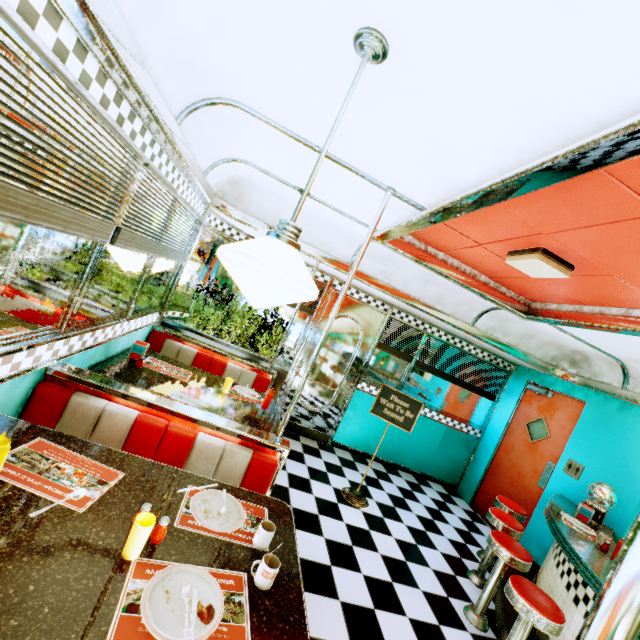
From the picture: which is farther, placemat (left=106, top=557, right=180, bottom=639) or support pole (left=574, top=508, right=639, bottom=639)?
placemat (left=106, top=557, right=180, bottom=639)

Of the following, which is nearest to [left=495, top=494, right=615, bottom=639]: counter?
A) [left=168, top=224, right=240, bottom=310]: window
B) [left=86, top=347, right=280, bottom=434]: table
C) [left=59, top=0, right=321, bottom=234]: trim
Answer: [left=59, top=0, right=321, bottom=234]: trim

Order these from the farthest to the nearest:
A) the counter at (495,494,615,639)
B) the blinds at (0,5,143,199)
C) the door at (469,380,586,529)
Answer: the door at (469,380,586,529), the counter at (495,494,615,639), the blinds at (0,5,143,199)

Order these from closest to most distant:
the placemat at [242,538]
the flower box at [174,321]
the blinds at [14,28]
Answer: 1. the blinds at [14,28]
2. the placemat at [242,538]
3. the flower box at [174,321]

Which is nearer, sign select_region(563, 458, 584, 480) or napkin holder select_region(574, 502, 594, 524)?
napkin holder select_region(574, 502, 594, 524)

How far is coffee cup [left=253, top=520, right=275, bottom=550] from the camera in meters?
1.6 m

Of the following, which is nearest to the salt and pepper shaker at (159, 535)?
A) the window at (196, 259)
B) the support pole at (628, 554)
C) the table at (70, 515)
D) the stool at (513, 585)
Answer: the table at (70, 515)

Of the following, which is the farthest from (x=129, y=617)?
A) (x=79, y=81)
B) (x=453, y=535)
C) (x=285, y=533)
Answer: (x=453, y=535)
